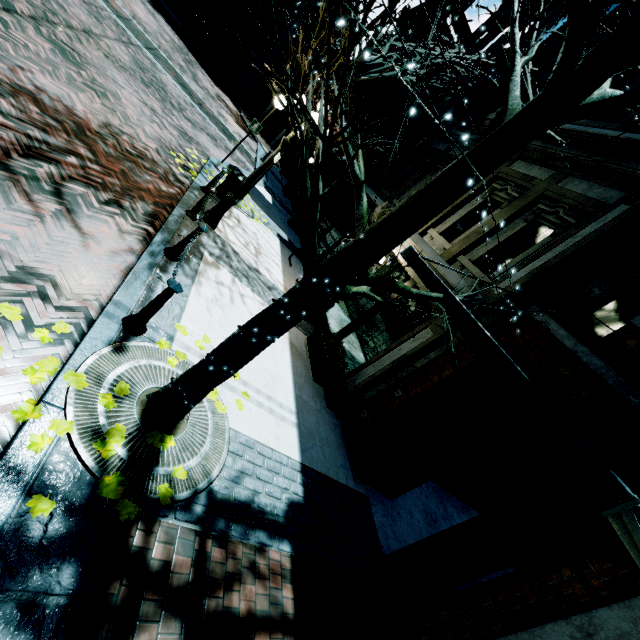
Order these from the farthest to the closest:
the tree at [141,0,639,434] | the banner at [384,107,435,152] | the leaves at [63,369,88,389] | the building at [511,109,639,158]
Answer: the banner at [384,107,435,152] → the building at [511,109,639,158] → the leaves at [63,369,88,389] → the tree at [141,0,639,434]

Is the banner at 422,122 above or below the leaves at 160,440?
above

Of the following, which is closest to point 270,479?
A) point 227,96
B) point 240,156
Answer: point 240,156

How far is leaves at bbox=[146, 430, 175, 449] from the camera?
3.2m

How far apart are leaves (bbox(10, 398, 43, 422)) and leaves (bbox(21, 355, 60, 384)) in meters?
0.4

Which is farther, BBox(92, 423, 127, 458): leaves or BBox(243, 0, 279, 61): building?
BBox(243, 0, 279, 61): building

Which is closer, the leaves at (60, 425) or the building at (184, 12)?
the leaves at (60, 425)

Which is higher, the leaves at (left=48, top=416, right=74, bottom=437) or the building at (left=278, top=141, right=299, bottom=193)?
the building at (left=278, top=141, right=299, bottom=193)
